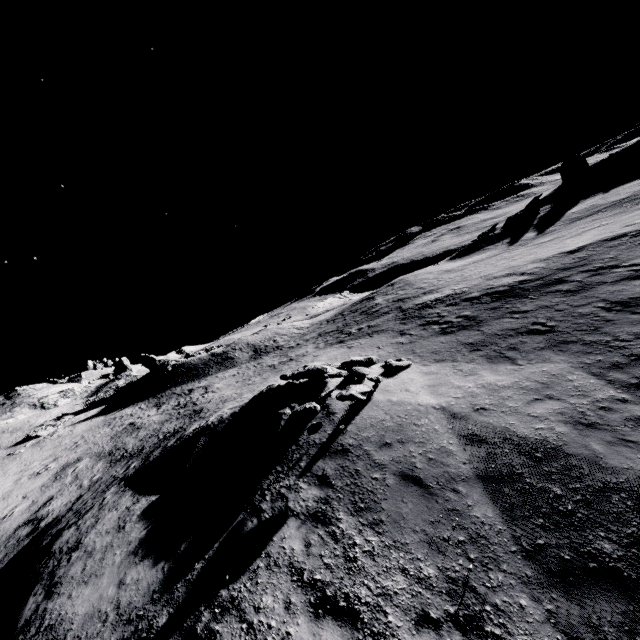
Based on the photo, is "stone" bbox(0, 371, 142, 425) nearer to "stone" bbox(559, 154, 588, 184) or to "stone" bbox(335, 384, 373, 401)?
"stone" bbox(335, 384, 373, 401)

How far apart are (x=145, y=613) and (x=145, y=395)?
36.5m

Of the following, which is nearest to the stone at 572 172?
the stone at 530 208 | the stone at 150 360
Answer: the stone at 530 208

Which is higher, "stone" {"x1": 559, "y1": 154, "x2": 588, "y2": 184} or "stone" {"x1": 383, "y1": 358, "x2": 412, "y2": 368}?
"stone" {"x1": 559, "y1": 154, "x2": 588, "y2": 184}

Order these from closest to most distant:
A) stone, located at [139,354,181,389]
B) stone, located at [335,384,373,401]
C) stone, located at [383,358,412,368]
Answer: stone, located at [335,384,373,401] < stone, located at [383,358,412,368] < stone, located at [139,354,181,389]

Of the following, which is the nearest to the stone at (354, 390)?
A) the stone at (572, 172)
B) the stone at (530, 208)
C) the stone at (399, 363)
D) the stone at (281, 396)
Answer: the stone at (281, 396)

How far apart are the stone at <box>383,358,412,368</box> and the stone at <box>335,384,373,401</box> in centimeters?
299cm

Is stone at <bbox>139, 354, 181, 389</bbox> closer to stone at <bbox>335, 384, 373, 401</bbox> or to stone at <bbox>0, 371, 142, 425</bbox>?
stone at <bbox>0, 371, 142, 425</bbox>
